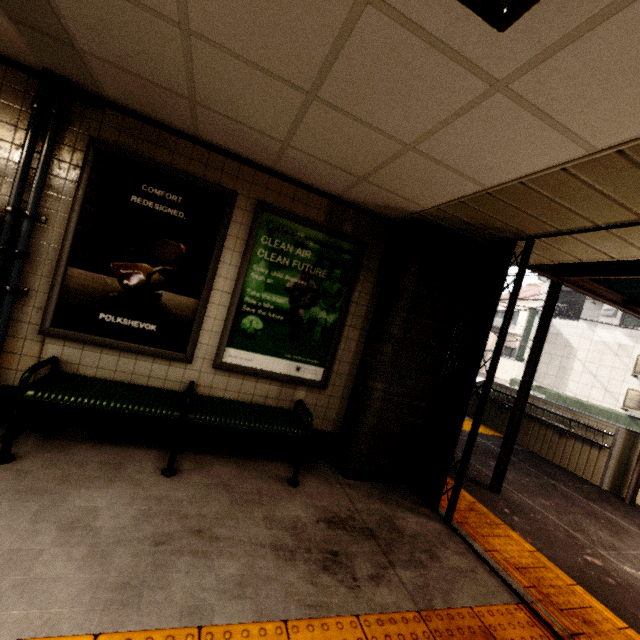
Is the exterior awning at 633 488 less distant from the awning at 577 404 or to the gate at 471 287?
the gate at 471 287

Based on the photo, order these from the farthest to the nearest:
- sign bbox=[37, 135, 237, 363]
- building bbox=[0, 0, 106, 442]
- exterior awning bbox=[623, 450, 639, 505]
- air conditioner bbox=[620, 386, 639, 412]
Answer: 1. air conditioner bbox=[620, 386, 639, 412]
2. exterior awning bbox=[623, 450, 639, 505]
3. sign bbox=[37, 135, 237, 363]
4. building bbox=[0, 0, 106, 442]

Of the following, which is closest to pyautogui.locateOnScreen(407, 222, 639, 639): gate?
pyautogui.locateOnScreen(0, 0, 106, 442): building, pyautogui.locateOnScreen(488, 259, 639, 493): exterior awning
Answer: pyautogui.locateOnScreen(488, 259, 639, 493): exterior awning

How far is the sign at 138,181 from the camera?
2.84m

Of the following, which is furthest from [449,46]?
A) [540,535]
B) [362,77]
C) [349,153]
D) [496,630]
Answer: [540,535]

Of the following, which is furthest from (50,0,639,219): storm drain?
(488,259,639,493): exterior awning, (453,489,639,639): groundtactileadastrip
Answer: (453,489,639,639): groundtactileadastrip

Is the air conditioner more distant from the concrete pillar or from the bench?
the bench

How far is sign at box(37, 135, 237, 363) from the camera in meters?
2.8 m
